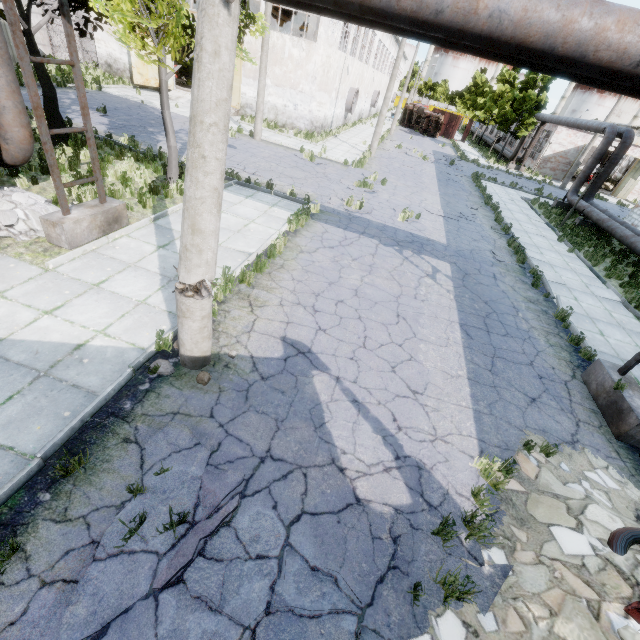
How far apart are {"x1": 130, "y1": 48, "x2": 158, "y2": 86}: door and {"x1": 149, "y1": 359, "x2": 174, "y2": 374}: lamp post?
27.7m

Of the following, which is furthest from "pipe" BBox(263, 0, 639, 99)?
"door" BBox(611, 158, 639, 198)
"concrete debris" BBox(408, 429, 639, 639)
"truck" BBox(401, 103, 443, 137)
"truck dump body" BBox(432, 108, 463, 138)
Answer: "truck dump body" BBox(432, 108, 463, 138)

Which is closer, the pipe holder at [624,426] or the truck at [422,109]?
the pipe holder at [624,426]

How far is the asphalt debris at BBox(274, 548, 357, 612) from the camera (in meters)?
3.22

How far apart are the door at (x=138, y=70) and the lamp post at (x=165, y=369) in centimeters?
2775cm

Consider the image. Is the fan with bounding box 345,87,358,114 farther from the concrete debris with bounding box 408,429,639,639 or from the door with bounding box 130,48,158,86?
the concrete debris with bounding box 408,429,639,639

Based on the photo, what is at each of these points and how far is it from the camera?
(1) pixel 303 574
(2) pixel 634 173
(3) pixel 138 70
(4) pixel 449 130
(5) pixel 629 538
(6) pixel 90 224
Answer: (1) asphalt debris, 3.41m
(2) door, 33.66m
(3) door, 23.08m
(4) truck dump body, 47.84m
(5) wire roll, 3.80m
(6) pipe holder, 7.24m

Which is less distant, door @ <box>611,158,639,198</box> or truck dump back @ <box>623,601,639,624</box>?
truck dump back @ <box>623,601,639,624</box>
